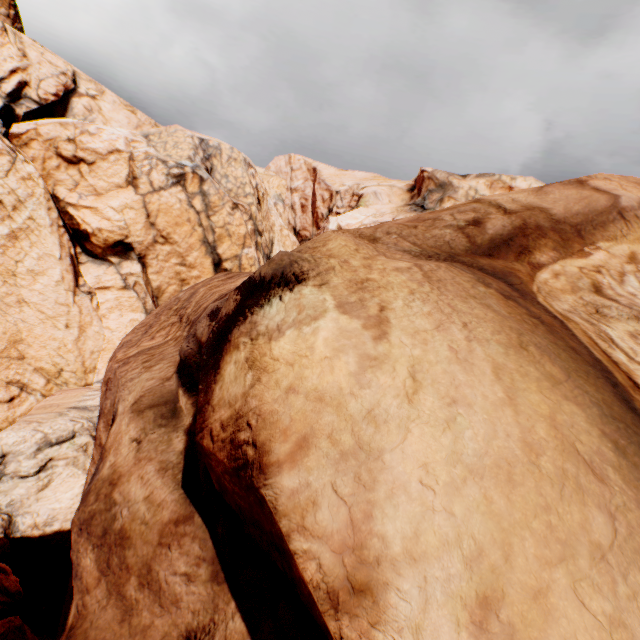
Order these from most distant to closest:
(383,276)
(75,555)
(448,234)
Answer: (448,234) < (75,555) < (383,276)
